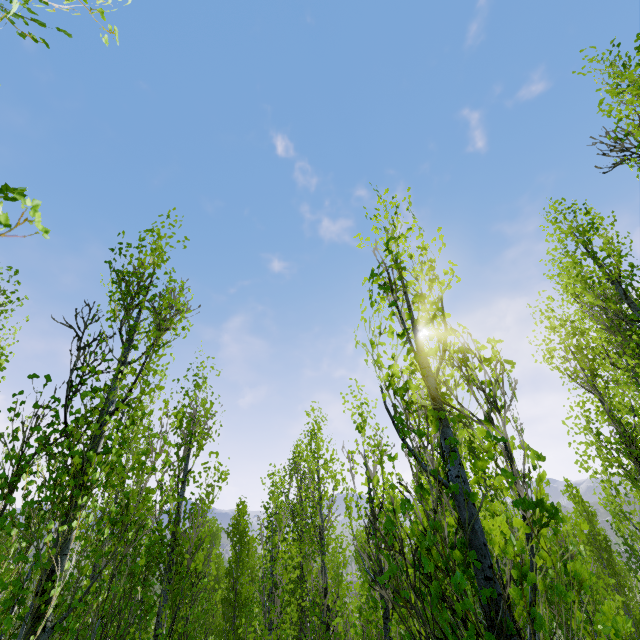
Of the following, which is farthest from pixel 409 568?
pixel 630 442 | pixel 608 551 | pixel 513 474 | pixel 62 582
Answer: pixel 608 551
